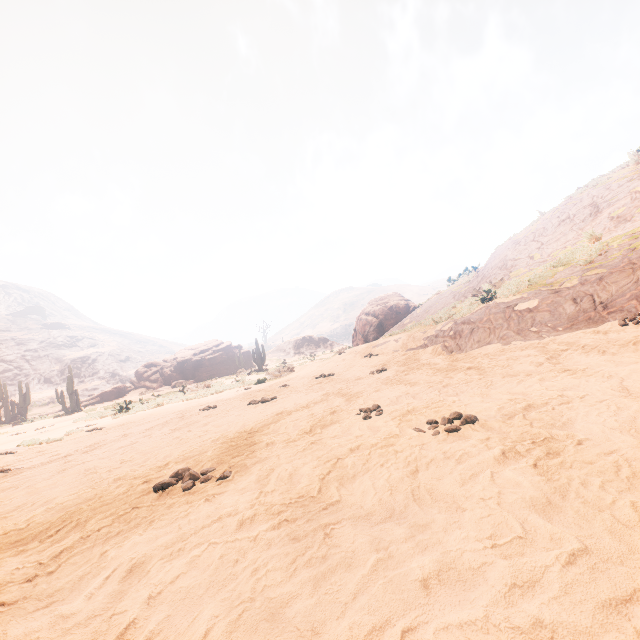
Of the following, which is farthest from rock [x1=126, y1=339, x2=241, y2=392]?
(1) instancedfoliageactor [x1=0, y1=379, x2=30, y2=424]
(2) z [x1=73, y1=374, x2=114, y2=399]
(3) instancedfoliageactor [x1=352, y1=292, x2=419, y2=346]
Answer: (2) z [x1=73, y1=374, x2=114, y2=399]

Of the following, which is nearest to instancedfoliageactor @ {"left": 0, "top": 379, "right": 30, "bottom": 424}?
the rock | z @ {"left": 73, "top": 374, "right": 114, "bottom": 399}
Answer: the rock

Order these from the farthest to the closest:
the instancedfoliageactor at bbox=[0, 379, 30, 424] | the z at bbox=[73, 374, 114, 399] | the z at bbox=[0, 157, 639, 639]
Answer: the z at bbox=[73, 374, 114, 399]
the instancedfoliageactor at bbox=[0, 379, 30, 424]
the z at bbox=[0, 157, 639, 639]

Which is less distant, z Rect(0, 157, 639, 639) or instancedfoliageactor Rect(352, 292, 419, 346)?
z Rect(0, 157, 639, 639)

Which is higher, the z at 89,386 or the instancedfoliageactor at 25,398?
the z at 89,386

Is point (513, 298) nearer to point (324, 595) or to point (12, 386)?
point (324, 595)

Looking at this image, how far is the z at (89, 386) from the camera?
53.90m

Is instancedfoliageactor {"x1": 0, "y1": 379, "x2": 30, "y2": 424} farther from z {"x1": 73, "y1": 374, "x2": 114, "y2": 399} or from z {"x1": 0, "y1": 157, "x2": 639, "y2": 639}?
z {"x1": 73, "y1": 374, "x2": 114, "y2": 399}
